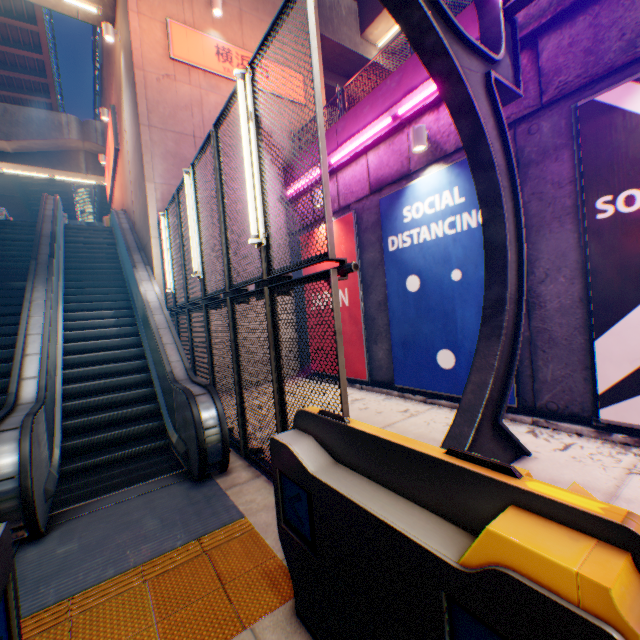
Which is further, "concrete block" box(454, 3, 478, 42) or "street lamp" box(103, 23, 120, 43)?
"street lamp" box(103, 23, 120, 43)

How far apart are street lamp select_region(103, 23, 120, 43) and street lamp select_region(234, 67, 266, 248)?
10.5 meters

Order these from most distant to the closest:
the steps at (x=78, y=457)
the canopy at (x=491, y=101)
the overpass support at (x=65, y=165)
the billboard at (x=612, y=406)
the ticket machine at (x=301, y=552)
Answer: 1. the overpass support at (x=65, y=165)
2. the steps at (x=78, y=457)
3. the billboard at (x=612, y=406)
4. the canopy at (x=491, y=101)
5. the ticket machine at (x=301, y=552)

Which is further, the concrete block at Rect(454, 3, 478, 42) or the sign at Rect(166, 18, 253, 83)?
the sign at Rect(166, 18, 253, 83)

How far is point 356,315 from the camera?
8.3m

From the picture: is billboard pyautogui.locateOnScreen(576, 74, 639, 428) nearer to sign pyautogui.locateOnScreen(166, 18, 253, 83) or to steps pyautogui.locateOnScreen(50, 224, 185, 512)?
steps pyautogui.locateOnScreen(50, 224, 185, 512)

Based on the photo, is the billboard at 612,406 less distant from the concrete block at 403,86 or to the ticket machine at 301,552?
the concrete block at 403,86

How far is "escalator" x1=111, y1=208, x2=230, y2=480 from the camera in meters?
4.2 m
